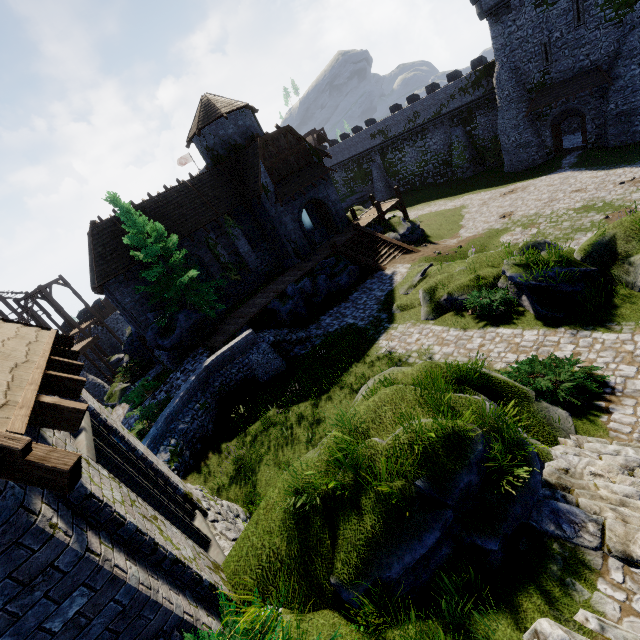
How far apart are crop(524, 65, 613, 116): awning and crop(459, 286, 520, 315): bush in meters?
26.1

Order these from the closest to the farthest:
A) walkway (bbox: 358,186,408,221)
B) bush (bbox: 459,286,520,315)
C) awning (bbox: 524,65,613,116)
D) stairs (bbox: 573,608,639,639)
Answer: stairs (bbox: 573,608,639,639) → bush (bbox: 459,286,520,315) → awning (bbox: 524,65,613,116) → walkway (bbox: 358,186,408,221)

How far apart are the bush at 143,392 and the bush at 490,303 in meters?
17.9 m

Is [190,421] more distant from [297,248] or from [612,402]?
[297,248]

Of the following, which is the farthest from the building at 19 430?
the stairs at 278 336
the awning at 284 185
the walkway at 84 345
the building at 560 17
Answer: the building at 560 17

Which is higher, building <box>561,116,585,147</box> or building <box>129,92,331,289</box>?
building <box>129,92,331,289</box>

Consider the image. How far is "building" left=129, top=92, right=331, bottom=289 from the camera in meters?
23.0

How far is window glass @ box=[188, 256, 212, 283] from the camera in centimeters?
2374cm
